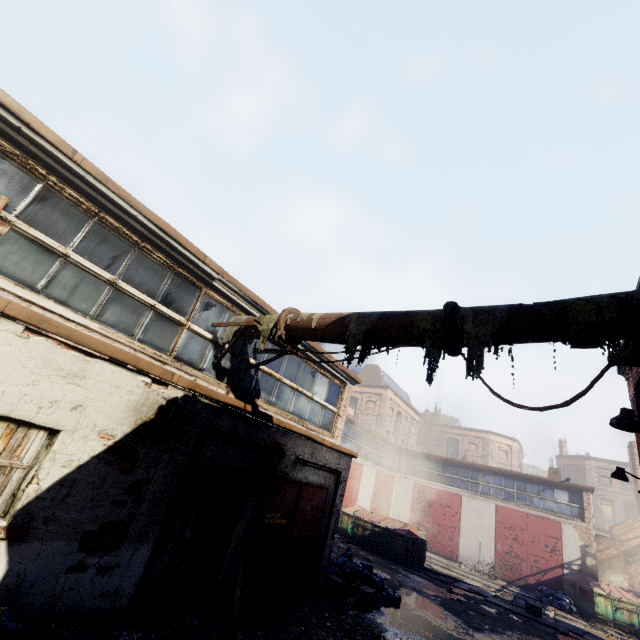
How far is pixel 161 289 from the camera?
6.1 meters

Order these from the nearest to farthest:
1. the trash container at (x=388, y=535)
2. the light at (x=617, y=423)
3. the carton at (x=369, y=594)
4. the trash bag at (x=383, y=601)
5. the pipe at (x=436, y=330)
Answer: the pipe at (x=436, y=330), the light at (x=617, y=423), the carton at (x=369, y=594), the trash bag at (x=383, y=601), the trash container at (x=388, y=535)

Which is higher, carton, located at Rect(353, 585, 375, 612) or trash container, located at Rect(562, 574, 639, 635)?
trash container, located at Rect(562, 574, 639, 635)

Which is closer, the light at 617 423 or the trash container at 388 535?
the light at 617 423

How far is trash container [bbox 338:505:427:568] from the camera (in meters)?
16.38

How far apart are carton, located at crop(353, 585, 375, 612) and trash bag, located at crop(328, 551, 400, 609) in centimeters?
26cm

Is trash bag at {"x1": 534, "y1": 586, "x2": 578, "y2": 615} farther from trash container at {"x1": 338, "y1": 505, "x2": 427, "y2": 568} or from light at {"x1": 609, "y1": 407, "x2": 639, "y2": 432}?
light at {"x1": 609, "y1": 407, "x2": 639, "y2": 432}

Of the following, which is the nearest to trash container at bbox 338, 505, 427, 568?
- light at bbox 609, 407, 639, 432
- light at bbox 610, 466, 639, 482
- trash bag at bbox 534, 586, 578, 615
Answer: trash bag at bbox 534, 586, 578, 615
